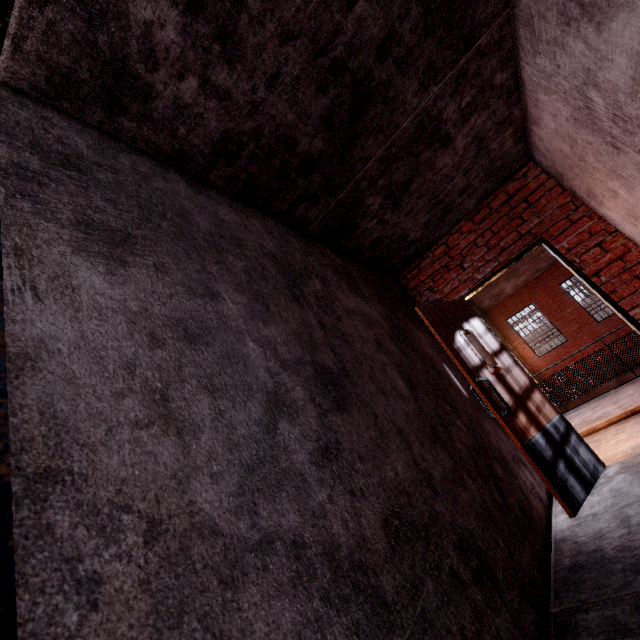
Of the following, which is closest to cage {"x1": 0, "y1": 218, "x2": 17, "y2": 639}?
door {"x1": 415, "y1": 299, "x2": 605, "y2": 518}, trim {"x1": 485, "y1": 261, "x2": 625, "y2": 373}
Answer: door {"x1": 415, "y1": 299, "x2": 605, "y2": 518}

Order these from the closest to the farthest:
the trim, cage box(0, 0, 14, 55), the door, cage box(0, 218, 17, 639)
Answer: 1. cage box(0, 218, 17, 639)
2. cage box(0, 0, 14, 55)
3. the door
4. the trim

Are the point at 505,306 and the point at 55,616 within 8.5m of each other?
no

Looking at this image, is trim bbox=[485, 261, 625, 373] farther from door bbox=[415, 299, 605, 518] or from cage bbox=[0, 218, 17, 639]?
cage bbox=[0, 218, 17, 639]

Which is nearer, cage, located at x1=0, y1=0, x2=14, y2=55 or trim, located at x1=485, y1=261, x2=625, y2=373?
cage, located at x1=0, y1=0, x2=14, y2=55

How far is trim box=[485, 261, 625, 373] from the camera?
15.6 meters

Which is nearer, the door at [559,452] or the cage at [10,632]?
the cage at [10,632]

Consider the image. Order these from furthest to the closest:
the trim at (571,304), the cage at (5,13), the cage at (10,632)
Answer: the trim at (571,304) < the cage at (5,13) < the cage at (10,632)
